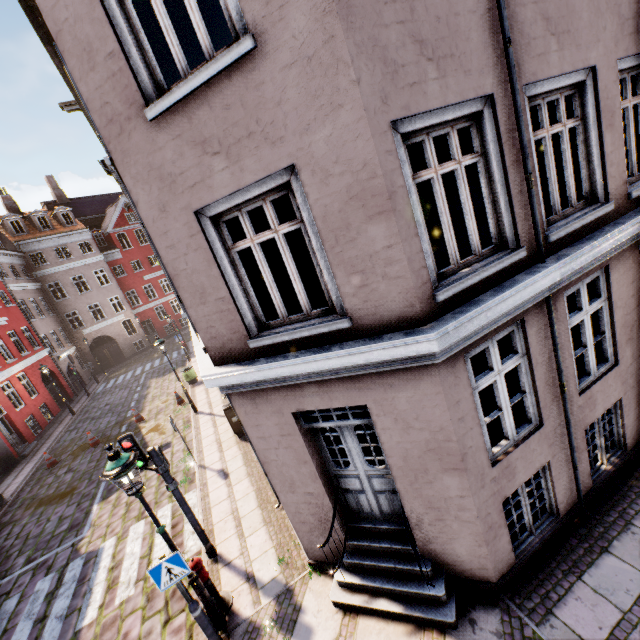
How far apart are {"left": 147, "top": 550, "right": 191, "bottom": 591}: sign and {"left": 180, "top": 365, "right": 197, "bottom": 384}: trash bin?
14.27m

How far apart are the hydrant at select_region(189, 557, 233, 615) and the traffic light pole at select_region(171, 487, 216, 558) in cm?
91

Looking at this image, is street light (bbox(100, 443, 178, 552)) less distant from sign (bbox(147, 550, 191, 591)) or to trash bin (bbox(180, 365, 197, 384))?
sign (bbox(147, 550, 191, 591))

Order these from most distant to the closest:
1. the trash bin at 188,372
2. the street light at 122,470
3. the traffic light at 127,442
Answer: the trash bin at 188,372, the traffic light at 127,442, the street light at 122,470

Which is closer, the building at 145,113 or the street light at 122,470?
the building at 145,113

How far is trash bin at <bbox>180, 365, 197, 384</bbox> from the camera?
18.4m

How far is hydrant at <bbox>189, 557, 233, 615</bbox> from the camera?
5.7m

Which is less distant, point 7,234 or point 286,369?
point 286,369
